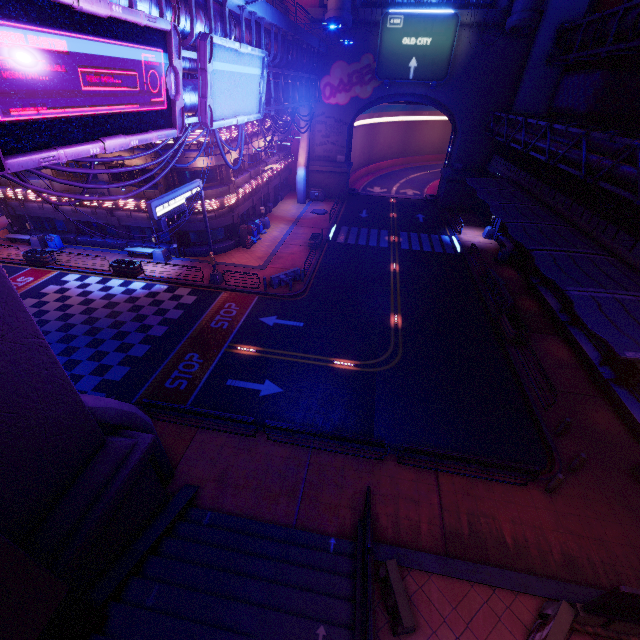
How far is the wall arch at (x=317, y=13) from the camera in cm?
3275

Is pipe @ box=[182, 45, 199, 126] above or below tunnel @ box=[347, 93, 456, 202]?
above

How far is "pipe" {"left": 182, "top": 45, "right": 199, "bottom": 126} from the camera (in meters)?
12.97

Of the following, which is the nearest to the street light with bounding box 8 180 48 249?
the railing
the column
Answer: the column

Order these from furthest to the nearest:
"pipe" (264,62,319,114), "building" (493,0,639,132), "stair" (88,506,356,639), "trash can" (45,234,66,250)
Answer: "trash can" (45,234,66,250), "building" (493,0,639,132), "pipe" (264,62,319,114), "stair" (88,506,356,639)

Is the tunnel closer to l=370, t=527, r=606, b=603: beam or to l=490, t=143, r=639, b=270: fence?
l=490, t=143, r=639, b=270: fence

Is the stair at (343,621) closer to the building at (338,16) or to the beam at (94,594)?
the beam at (94,594)

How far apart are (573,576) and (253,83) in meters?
24.4
